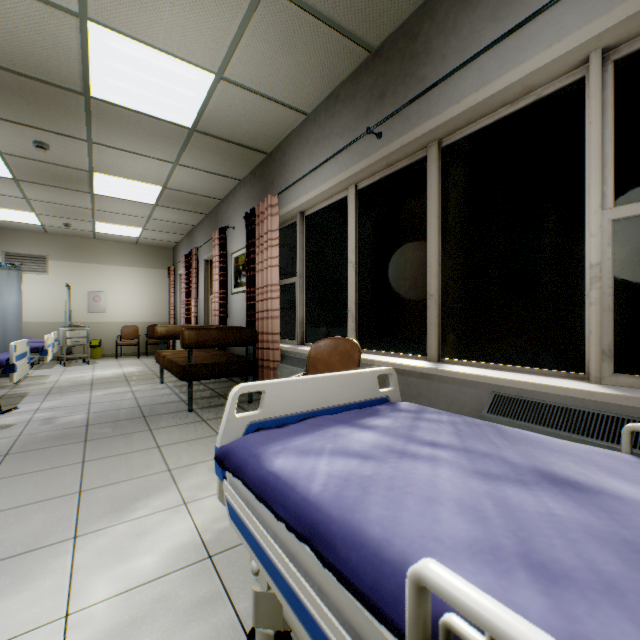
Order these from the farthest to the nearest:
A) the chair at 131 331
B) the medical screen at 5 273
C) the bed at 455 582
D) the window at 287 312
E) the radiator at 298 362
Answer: the chair at 131 331 → the medical screen at 5 273 → the window at 287 312 → the radiator at 298 362 → the bed at 455 582

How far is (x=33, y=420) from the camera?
3.35m

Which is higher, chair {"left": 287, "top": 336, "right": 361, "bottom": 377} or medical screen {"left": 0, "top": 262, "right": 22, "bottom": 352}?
medical screen {"left": 0, "top": 262, "right": 22, "bottom": 352}

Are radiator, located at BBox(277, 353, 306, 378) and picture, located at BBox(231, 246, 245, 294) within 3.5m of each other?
yes

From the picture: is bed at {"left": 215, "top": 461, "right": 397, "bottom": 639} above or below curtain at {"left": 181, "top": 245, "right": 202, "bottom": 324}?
below

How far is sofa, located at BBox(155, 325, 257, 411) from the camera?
3.6 meters

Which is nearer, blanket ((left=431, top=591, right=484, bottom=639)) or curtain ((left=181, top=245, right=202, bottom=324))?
blanket ((left=431, top=591, right=484, bottom=639))

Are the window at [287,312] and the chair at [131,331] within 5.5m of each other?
no
